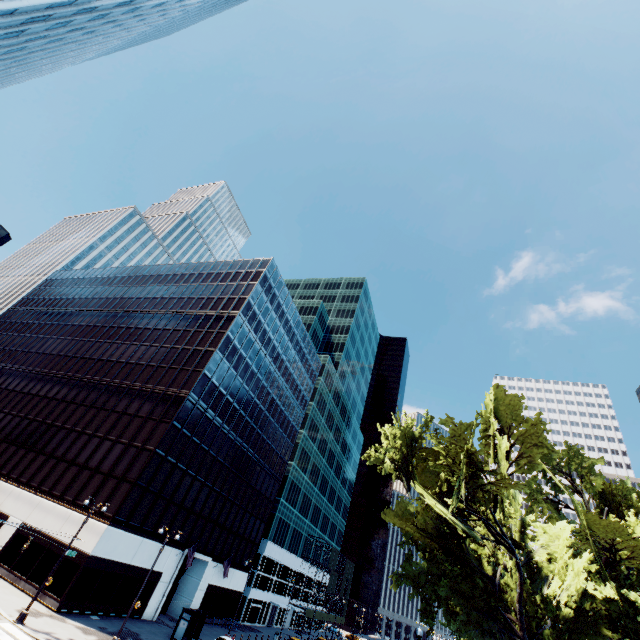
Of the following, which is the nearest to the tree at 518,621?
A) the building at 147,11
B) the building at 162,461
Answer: the building at 162,461

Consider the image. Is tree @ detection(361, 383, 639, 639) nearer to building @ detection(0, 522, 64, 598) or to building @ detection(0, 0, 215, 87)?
building @ detection(0, 522, 64, 598)

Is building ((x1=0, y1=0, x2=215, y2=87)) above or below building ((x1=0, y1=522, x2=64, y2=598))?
above

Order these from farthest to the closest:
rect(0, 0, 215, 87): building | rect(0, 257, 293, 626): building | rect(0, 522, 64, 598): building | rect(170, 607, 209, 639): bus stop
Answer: rect(0, 257, 293, 626): building < rect(170, 607, 209, 639): bus stop < rect(0, 522, 64, 598): building < rect(0, 0, 215, 87): building

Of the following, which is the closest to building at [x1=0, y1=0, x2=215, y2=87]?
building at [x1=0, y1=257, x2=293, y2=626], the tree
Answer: building at [x1=0, y1=257, x2=293, y2=626]

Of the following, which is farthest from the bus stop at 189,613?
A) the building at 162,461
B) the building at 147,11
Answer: the building at 147,11

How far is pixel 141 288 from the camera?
58.2m

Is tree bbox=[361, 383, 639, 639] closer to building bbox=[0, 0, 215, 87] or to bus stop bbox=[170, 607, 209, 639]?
bus stop bbox=[170, 607, 209, 639]
